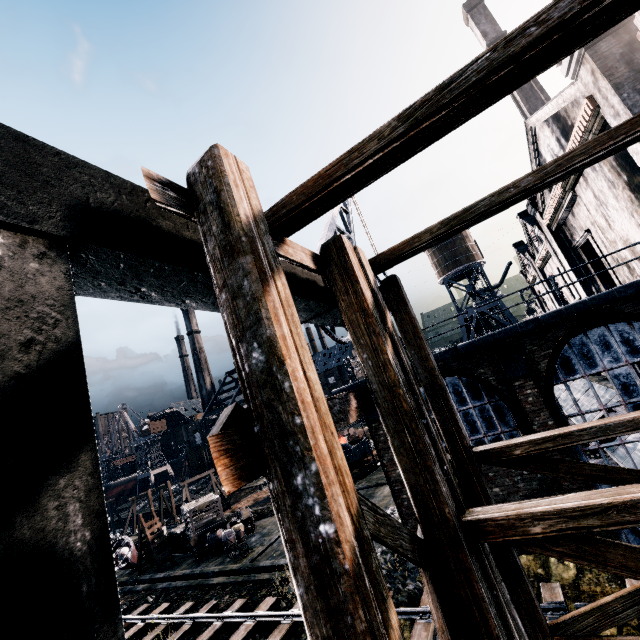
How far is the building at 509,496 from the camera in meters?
11.1

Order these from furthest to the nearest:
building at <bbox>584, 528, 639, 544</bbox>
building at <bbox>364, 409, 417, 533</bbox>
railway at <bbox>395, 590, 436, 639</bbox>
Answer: building at <bbox>364, 409, 417, 533</bbox> → building at <bbox>584, 528, 639, 544</bbox> → railway at <bbox>395, 590, 436, 639</bbox>

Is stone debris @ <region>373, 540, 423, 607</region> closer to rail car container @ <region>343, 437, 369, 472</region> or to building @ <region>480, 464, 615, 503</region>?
building @ <region>480, 464, 615, 503</region>

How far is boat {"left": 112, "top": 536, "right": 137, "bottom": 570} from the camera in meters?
26.2

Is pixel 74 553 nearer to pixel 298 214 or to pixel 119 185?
pixel 119 185

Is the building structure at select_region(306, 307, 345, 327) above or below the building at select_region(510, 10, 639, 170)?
below

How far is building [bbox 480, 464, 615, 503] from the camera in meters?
11.1 m

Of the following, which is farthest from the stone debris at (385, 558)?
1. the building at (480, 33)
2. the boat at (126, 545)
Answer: the building at (480, 33)
